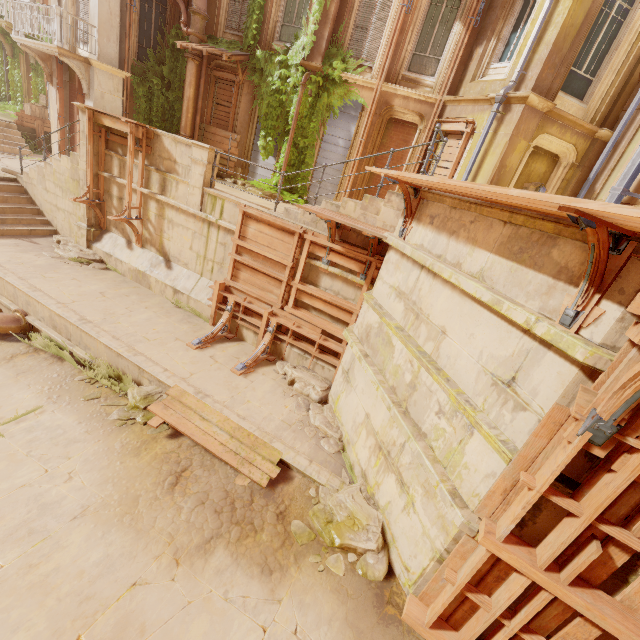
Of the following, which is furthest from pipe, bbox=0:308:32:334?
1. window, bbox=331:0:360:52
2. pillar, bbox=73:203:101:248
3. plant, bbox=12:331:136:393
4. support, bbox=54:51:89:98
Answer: window, bbox=331:0:360:52

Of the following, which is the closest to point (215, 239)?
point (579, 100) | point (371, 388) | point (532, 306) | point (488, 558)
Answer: point (371, 388)

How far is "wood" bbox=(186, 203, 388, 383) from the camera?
7.5m

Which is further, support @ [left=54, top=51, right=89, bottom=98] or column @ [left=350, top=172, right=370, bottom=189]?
column @ [left=350, top=172, right=370, bottom=189]

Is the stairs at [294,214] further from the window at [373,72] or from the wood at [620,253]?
the window at [373,72]

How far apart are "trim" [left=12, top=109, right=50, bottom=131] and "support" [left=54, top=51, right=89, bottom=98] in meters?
7.9

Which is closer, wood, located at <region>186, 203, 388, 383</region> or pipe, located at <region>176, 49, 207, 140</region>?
wood, located at <region>186, 203, 388, 383</region>

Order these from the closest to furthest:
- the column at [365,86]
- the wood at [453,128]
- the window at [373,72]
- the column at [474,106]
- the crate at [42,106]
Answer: the column at [474,106]
the wood at [453,128]
the window at [373,72]
the column at [365,86]
the crate at [42,106]
